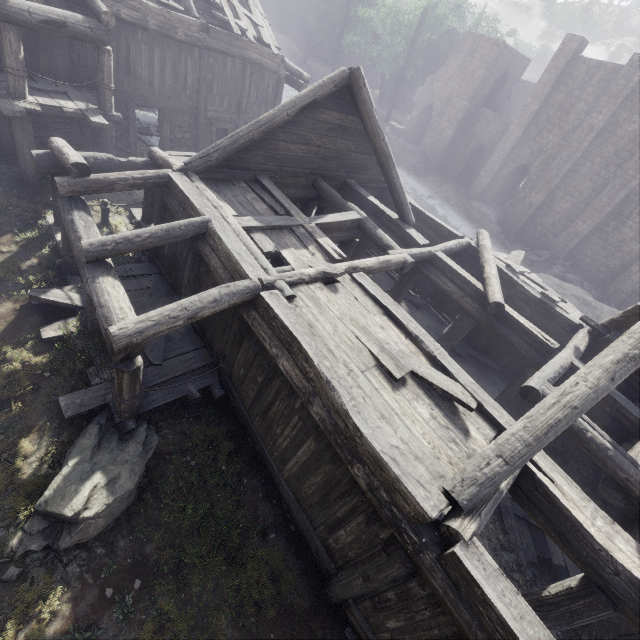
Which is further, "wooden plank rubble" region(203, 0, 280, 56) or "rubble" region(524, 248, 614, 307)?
"rubble" region(524, 248, 614, 307)

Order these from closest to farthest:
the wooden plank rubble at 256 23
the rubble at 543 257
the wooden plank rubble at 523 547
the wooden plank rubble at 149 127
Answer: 1. the wooden plank rubble at 523 547
2. the wooden plank rubble at 256 23
3. the wooden plank rubble at 149 127
4. the rubble at 543 257

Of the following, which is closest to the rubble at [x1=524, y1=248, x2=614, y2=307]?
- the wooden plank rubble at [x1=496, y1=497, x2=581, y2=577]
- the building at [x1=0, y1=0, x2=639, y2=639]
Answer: the building at [x1=0, y1=0, x2=639, y2=639]

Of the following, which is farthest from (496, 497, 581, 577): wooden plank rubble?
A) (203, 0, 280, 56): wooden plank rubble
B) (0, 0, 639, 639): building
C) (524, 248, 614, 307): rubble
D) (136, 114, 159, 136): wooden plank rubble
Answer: (203, 0, 280, 56): wooden plank rubble

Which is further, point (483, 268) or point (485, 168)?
point (485, 168)

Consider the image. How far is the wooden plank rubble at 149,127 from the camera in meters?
19.0 m

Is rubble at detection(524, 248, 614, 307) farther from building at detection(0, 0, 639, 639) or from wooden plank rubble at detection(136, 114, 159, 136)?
wooden plank rubble at detection(136, 114, 159, 136)

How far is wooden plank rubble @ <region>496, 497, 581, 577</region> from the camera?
9.3 meters
